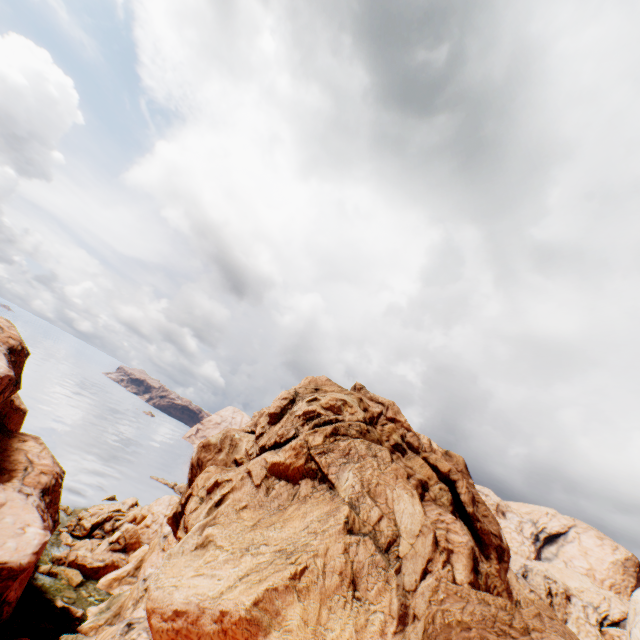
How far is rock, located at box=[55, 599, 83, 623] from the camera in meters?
34.2

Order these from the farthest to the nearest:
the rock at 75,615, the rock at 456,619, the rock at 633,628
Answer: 1. the rock at 75,615
2. the rock at 633,628
3. the rock at 456,619

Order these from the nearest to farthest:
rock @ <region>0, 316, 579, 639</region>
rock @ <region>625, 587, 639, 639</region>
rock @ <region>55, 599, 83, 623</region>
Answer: rock @ <region>0, 316, 579, 639</region> → rock @ <region>625, 587, 639, 639</region> → rock @ <region>55, 599, 83, 623</region>

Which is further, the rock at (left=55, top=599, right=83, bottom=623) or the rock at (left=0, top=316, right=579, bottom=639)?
the rock at (left=55, top=599, right=83, bottom=623)

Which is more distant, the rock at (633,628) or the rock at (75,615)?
the rock at (75,615)

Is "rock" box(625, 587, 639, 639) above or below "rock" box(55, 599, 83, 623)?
above

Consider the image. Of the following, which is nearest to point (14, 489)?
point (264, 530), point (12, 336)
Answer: point (12, 336)
